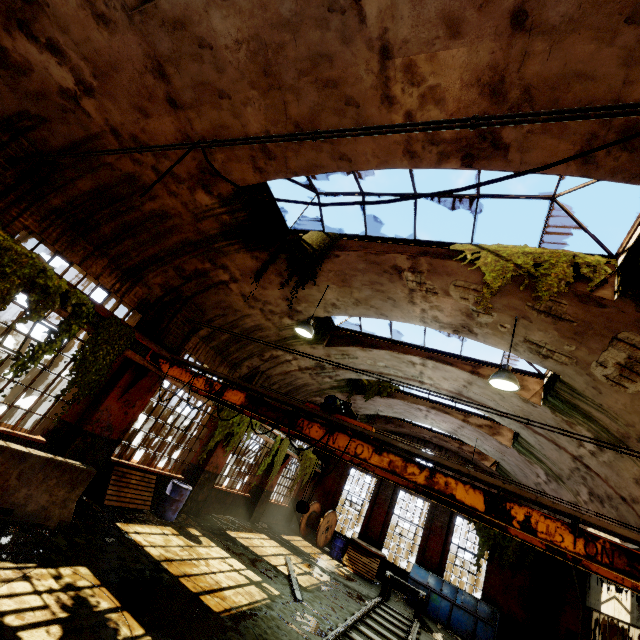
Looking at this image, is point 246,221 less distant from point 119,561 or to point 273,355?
point 273,355

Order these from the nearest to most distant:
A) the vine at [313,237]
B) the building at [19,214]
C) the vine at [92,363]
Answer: the building at [19,214] < the vine at [92,363] < the vine at [313,237]

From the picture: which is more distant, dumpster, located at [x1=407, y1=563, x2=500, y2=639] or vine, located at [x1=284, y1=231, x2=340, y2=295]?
dumpster, located at [x1=407, y1=563, x2=500, y2=639]

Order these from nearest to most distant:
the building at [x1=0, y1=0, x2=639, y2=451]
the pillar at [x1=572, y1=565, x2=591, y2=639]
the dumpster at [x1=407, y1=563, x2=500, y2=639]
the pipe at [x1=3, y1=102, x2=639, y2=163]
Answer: the pipe at [x1=3, y1=102, x2=639, y2=163] → the building at [x1=0, y1=0, x2=639, y2=451] → the pillar at [x1=572, y1=565, x2=591, y2=639] → the dumpster at [x1=407, y1=563, x2=500, y2=639]

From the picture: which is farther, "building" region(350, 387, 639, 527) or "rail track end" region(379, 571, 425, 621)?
"rail track end" region(379, 571, 425, 621)

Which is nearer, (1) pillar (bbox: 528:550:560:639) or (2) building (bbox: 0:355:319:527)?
(2) building (bbox: 0:355:319:527)

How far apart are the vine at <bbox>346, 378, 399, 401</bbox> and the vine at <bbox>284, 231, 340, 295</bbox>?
9.70m

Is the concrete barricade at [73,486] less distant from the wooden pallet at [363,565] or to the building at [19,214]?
the building at [19,214]
